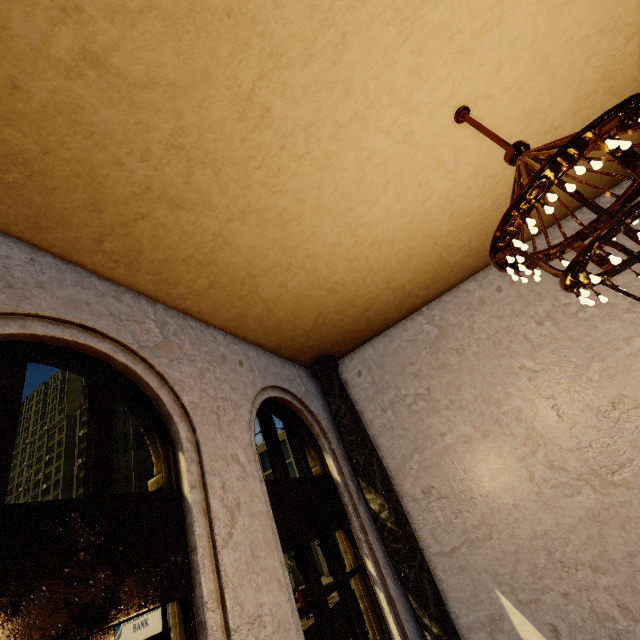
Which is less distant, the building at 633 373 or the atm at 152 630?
the building at 633 373

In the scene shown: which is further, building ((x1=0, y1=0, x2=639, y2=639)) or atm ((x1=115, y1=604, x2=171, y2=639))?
atm ((x1=115, y1=604, x2=171, y2=639))

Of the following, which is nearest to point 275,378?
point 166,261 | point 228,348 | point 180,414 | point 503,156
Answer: point 228,348
